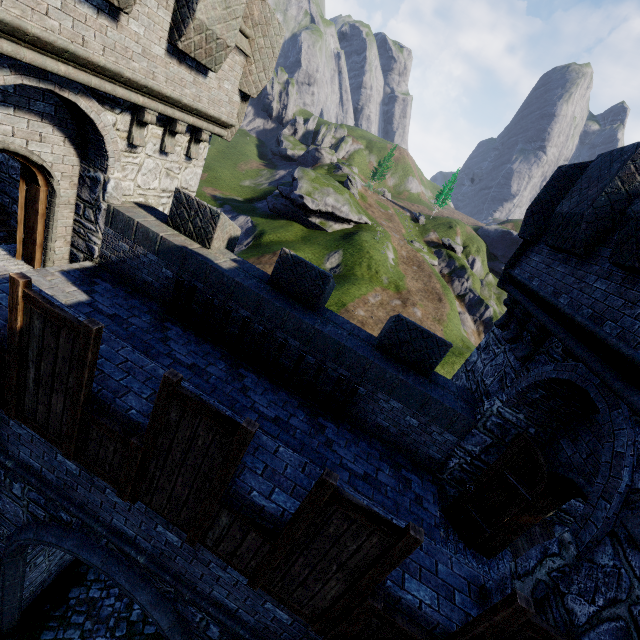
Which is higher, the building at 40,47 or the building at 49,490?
the building at 40,47

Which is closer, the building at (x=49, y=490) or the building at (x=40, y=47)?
the building at (x=40, y=47)

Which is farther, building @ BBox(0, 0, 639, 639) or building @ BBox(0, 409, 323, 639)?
building @ BBox(0, 409, 323, 639)

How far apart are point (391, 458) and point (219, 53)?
9.84m

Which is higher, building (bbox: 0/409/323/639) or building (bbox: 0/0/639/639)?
building (bbox: 0/0/639/639)
